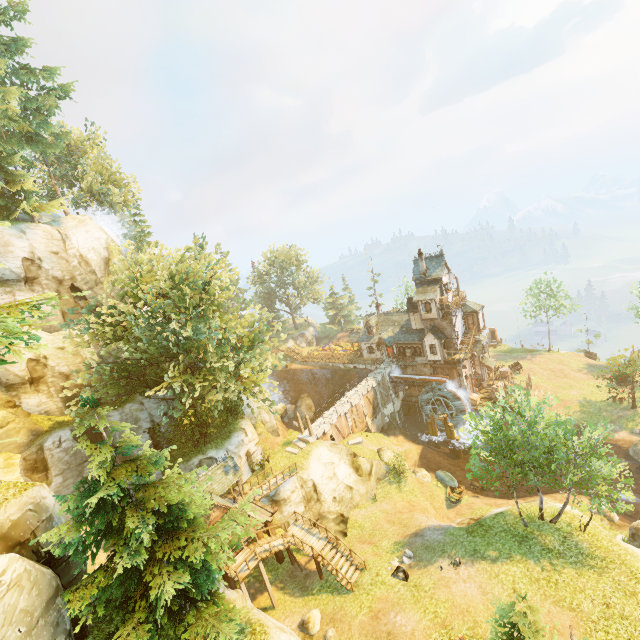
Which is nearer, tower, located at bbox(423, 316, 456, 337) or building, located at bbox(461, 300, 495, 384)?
tower, located at bbox(423, 316, 456, 337)

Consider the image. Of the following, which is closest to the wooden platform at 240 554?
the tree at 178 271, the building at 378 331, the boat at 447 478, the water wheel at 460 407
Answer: the tree at 178 271

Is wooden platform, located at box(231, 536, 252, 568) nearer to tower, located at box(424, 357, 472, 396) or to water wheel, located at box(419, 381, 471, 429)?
water wheel, located at box(419, 381, 471, 429)

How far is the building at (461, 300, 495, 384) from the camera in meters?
42.3 m

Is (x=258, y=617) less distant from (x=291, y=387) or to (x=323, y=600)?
(x=323, y=600)

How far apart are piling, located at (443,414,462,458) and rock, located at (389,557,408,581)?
22.1m

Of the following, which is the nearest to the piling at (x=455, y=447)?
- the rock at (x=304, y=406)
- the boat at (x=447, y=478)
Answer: the boat at (x=447, y=478)
